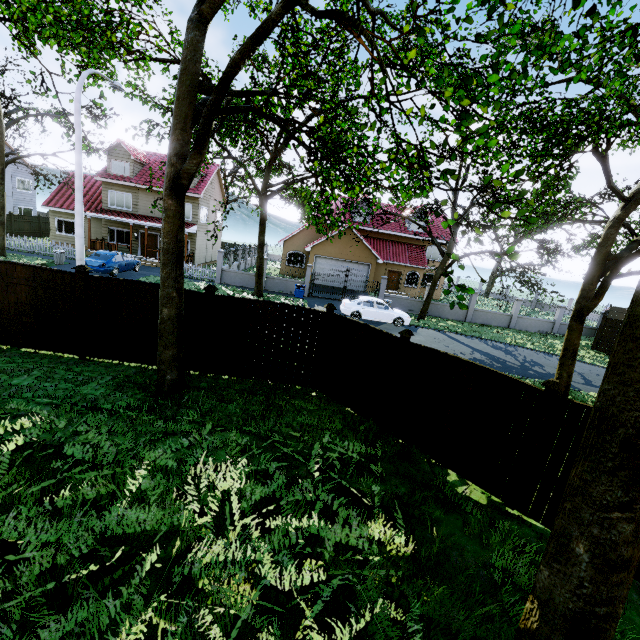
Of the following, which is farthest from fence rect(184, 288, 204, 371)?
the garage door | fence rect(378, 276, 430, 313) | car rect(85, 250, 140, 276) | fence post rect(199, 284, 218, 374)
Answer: fence rect(378, 276, 430, 313)

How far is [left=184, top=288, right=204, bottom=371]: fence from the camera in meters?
8.8 m

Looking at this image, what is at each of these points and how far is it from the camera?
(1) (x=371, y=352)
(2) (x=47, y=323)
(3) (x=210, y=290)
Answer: (1) fence, 8.0 meters
(2) fence, 8.8 meters
(3) fence post, 8.7 meters

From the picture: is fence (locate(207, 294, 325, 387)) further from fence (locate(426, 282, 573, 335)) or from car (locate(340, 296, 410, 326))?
fence (locate(426, 282, 573, 335))

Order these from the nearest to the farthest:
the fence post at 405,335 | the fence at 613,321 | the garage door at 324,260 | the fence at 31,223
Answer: the fence post at 405,335, the fence at 613,321, the fence at 31,223, the garage door at 324,260

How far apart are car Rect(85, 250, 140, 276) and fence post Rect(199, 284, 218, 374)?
15.09m

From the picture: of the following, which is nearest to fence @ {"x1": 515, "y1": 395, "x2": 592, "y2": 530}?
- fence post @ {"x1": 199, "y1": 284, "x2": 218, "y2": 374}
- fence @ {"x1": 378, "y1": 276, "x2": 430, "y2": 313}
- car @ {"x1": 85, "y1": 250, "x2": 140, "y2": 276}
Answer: fence post @ {"x1": 199, "y1": 284, "x2": 218, "y2": 374}

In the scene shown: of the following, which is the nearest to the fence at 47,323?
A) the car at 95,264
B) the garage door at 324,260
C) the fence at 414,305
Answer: the car at 95,264
